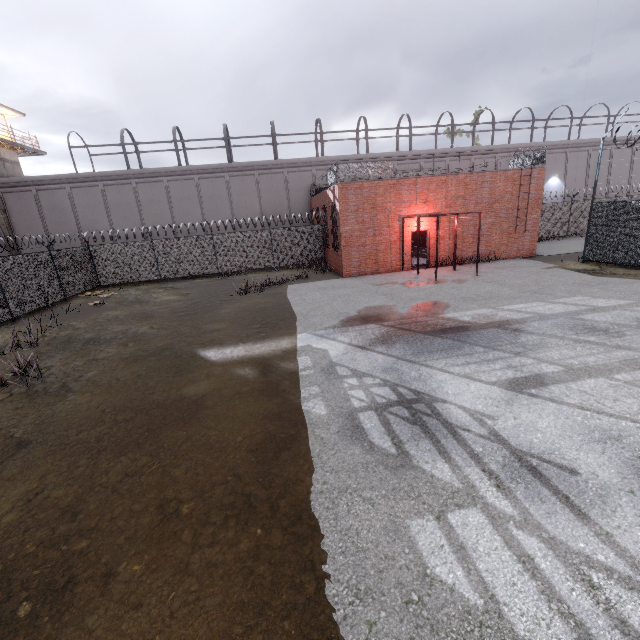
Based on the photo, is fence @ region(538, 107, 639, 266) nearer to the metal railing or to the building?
the metal railing

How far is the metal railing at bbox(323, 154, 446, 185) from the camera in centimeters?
1672cm

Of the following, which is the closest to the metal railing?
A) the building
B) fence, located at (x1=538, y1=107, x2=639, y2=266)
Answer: fence, located at (x1=538, y1=107, x2=639, y2=266)

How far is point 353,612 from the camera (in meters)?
2.82

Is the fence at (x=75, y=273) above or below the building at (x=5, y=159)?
below

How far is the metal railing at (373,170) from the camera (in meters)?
16.72
